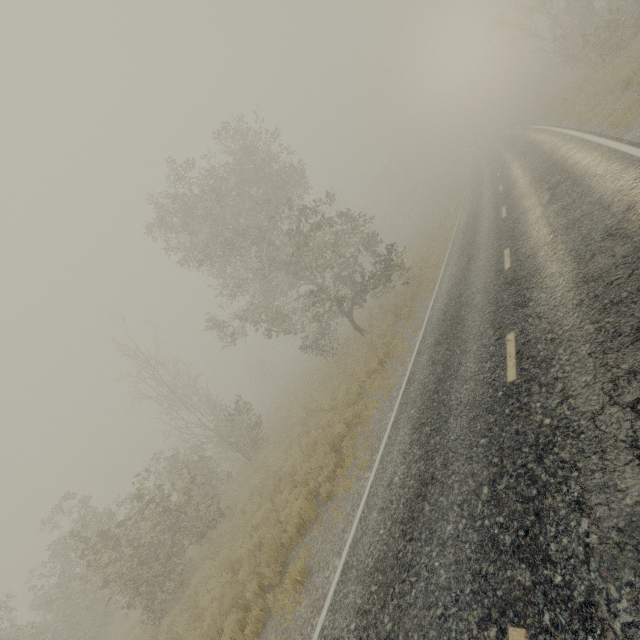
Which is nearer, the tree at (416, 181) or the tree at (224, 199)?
the tree at (224, 199)

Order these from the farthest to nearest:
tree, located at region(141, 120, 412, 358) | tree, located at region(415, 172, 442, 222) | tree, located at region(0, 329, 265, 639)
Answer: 1. tree, located at region(415, 172, 442, 222)
2. tree, located at region(141, 120, 412, 358)
3. tree, located at region(0, 329, 265, 639)

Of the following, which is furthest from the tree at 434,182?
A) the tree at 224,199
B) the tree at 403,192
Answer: the tree at 224,199

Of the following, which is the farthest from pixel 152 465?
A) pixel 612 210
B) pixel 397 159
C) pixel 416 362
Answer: pixel 397 159

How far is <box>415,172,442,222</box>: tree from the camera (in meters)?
52.49

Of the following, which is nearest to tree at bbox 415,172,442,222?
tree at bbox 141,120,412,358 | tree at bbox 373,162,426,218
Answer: tree at bbox 373,162,426,218
